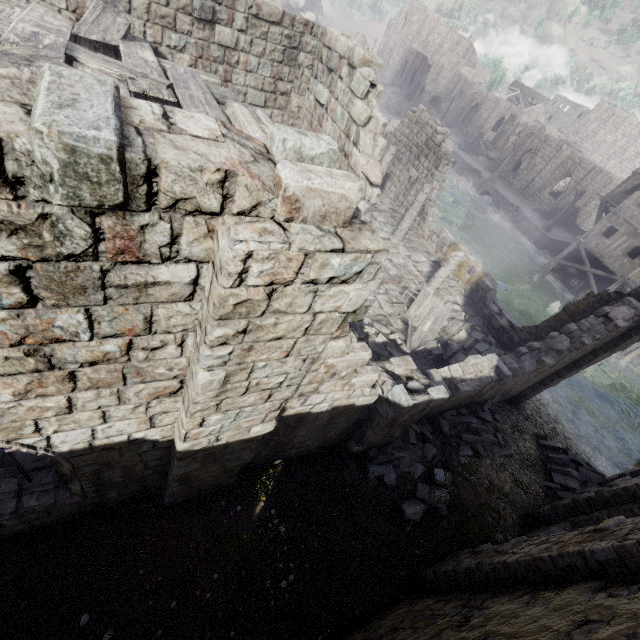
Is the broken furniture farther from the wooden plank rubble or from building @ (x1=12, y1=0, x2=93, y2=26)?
the wooden plank rubble

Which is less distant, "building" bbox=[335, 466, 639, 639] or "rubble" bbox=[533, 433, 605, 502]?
"building" bbox=[335, 466, 639, 639]

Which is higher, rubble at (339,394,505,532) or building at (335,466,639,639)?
building at (335,466,639,639)

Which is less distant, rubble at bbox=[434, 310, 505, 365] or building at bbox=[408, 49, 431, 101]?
rubble at bbox=[434, 310, 505, 365]

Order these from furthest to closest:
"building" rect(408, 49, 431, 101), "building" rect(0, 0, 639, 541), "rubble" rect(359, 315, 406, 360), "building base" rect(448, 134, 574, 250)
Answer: "building" rect(408, 49, 431, 101) → "building base" rect(448, 134, 574, 250) → "rubble" rect(359, 315, 406, 360) → "building" rect(0, 0, 639, 541)

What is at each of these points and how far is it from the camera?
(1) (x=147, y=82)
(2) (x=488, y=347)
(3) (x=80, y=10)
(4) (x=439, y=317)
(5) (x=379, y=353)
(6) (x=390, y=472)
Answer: (1) wooden plank rubble, 5.1 meters
(2) rubble, 13.0 meters
(3) building, 7.5 meters
(4) broken furniture, 13.1 meters
(5) rubble, 10.4 meters
(6) rubble, 8.9 meters

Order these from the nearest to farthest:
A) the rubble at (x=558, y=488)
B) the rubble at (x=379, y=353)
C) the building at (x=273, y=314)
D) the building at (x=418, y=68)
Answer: the building at (x=273, y=314), the rubble at (x=379, y=353), the rubble at (x=558, y=488), the building at (x=418, y=68)

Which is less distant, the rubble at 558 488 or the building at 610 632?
the building at 610 632
